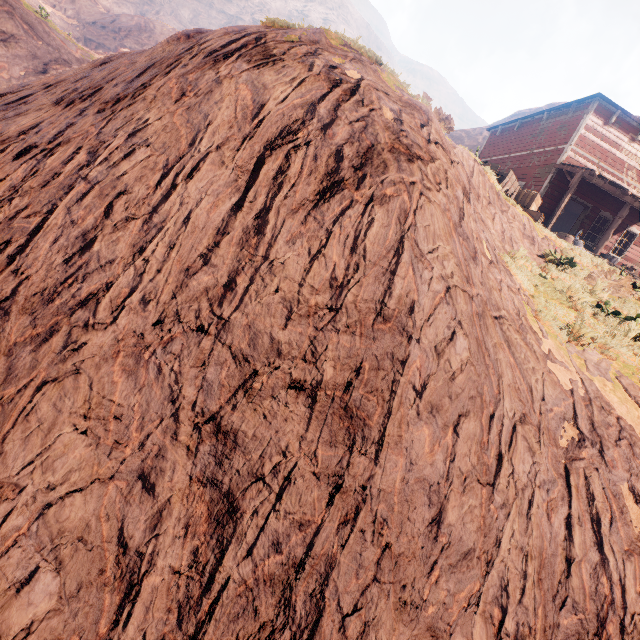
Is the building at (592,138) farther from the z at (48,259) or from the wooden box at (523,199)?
the wooden box at (523,199)

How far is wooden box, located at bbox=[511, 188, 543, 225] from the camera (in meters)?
11.20

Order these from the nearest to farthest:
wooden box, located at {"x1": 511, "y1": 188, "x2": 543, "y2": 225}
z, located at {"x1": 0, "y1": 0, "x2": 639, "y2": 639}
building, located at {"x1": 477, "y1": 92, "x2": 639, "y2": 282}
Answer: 1. z, located at {"x1": 0, "y1": 0, "x2": 639, "y2": 639}
2. wooden box, located at {"x1": 511, "y1": 188, "x2": 543, "y2": 225}
3. building, located at {"x1": 477, "y1": 92, "x2": 639, "y2": 282}

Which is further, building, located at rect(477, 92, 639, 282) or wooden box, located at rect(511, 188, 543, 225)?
building, located at rect(477, 92, 639, 282)

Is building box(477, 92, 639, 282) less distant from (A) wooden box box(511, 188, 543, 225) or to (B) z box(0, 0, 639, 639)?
(B) z box(0, 0, 639, 639)

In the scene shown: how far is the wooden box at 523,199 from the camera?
11.2 meters

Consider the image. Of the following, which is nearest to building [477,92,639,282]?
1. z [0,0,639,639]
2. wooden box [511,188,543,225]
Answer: z [0,0,639,639]

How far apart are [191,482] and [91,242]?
2.67m
